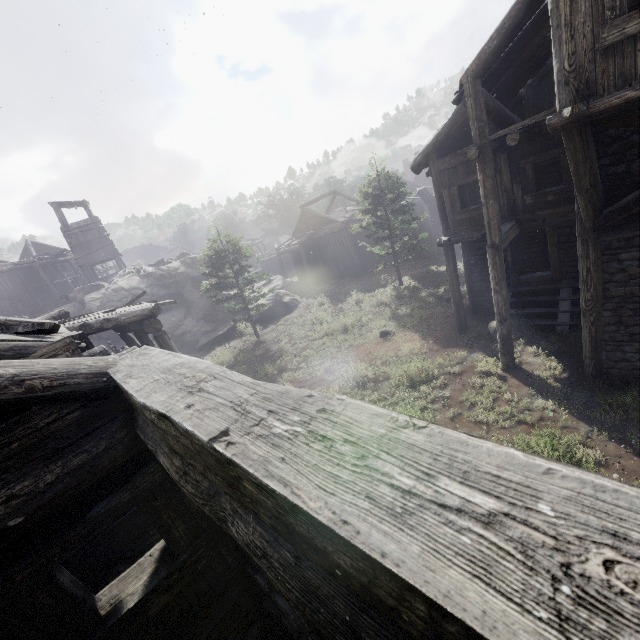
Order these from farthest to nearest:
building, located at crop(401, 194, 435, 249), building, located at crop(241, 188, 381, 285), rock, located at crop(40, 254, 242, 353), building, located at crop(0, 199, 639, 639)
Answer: building, located at crop(401, 194, 435, 249), building, located at crop(241, 188, 381, 285), rock, located at crop(40, 254, 242, 353), building, located at crop(0, 199, 639, 639)

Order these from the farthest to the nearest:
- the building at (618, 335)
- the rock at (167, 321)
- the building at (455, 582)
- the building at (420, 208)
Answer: the building at (420, 208) < the rock at (167, 321) < the building at (618, 335) < the building at (455, 582)

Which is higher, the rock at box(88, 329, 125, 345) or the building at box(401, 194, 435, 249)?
the rock at box(88, 329, 125, 345)

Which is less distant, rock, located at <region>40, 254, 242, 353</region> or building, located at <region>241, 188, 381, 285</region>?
rock, located at <region>40, 254, 242, 353</region>

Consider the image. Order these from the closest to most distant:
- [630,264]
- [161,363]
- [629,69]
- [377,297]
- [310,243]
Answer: [161,363] < [629,69] < [630,264] < [377,297] < [310,243]

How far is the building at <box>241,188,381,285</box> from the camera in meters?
30.9

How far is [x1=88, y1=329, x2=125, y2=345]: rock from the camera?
24.4m

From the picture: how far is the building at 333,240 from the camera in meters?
30.9
